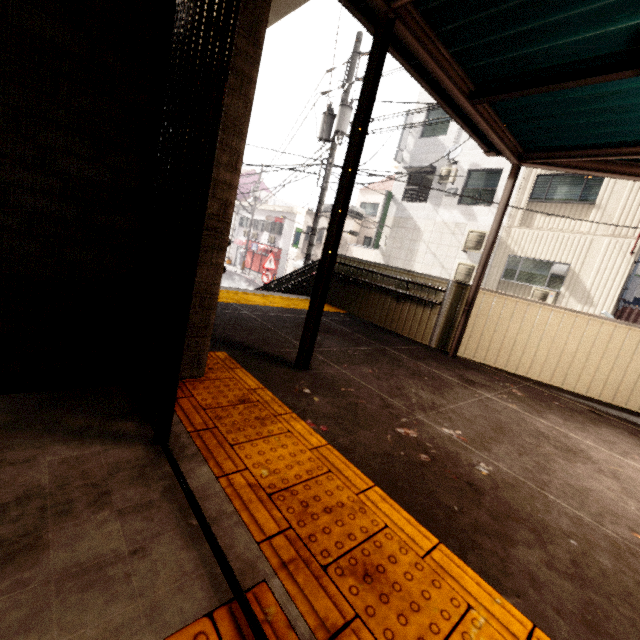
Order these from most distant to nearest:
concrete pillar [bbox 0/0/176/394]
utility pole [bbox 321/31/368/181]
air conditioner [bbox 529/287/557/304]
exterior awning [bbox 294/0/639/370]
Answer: air conditioner [bbox 529/287/557/304], utility pole [bbox 321/31/368/181], exterior awning [bbox 294/0/639/370], concrete pillar [bbox 0/0/176/394]

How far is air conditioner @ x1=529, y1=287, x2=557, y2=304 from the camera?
11.2 meters

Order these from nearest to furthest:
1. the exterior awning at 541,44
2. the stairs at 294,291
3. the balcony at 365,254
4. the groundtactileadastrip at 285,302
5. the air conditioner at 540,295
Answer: the exterior awning at 541,44 → the groundtactileadastrip at 285,302 → the stairs at 294,291 → the air conditioner at 540,295 → the balcony at 365,254

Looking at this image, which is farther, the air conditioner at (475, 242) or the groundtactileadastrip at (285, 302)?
the air conditioner at (475, 242)

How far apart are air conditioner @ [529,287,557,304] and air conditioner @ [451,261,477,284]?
1.7m

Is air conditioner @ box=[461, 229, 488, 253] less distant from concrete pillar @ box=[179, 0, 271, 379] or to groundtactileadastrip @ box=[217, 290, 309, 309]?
groundtactileadastrip @ box=[217, 290, 309, 309]

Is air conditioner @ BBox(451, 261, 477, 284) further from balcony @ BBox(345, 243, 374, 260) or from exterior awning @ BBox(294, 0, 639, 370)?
exterior awning @ BBox(294, 0, 639, 370)

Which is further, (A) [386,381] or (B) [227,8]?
(A) [386,381]
